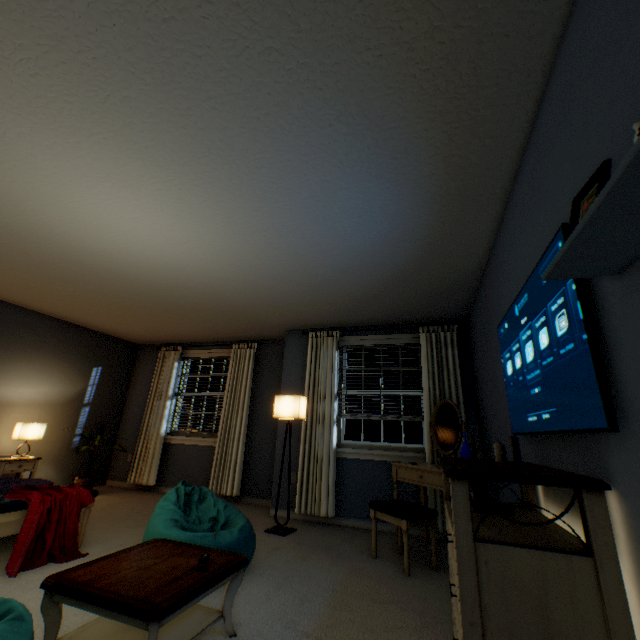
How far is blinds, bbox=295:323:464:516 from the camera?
3.8 meters

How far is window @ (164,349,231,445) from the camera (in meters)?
5.27

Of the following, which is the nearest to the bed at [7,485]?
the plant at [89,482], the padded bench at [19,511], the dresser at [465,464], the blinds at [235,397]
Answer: the padded bench at [19,511]

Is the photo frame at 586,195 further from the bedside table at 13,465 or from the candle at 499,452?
the bedside table at 13,465

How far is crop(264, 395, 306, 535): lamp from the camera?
3.48m

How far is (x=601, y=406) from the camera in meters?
1.0 m

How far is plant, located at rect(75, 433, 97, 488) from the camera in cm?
457

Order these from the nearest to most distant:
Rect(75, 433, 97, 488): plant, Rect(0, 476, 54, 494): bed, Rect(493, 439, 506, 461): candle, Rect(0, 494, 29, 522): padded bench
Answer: Rect(493, 439, 506, 461): candle
Rect(0, 494, 29, 522): padded bench
Rect(0, 476, 54, 494): bed
Rect(75, 433, 97, 488): plant
